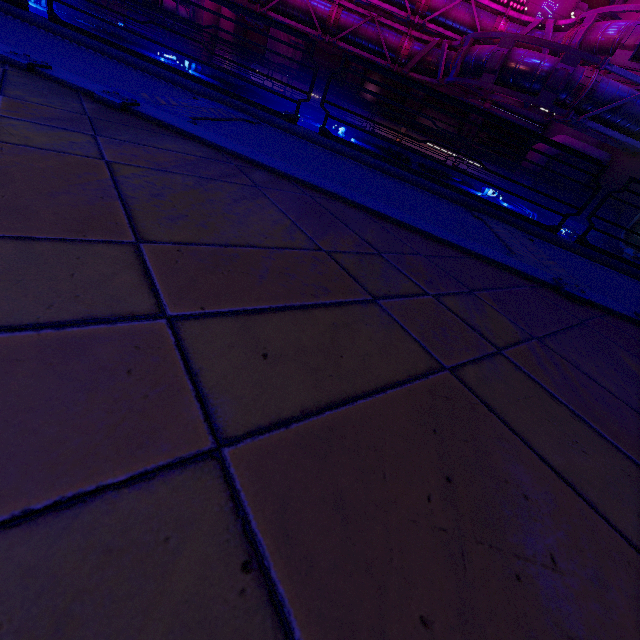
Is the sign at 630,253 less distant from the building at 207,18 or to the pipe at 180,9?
the pipe at 180,9

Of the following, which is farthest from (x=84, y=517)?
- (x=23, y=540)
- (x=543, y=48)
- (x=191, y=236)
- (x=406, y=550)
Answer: (x=543, y=48)

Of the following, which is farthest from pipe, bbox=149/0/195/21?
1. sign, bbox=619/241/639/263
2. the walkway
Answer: sign, bbox=619/241/639/263

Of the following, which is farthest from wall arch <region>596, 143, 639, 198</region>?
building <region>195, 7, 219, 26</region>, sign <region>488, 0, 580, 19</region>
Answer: building <region>195, 7, 219, 26</region>

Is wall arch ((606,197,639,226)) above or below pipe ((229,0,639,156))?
below

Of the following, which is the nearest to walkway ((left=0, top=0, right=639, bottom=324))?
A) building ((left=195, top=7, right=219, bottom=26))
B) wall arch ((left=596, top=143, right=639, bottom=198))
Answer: wall arch ((left=596, top=143, right=639, bottom=198))

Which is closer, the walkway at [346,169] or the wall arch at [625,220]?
the walkway at [346,169]

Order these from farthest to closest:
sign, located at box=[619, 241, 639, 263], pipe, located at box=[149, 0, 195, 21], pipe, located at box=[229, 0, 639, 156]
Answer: pipe, located at box=[149, 0, 195, 21]
pipe, located at box=[229, 0, 639, 156]
sign, located at box=[619, 241, 639, 263]
